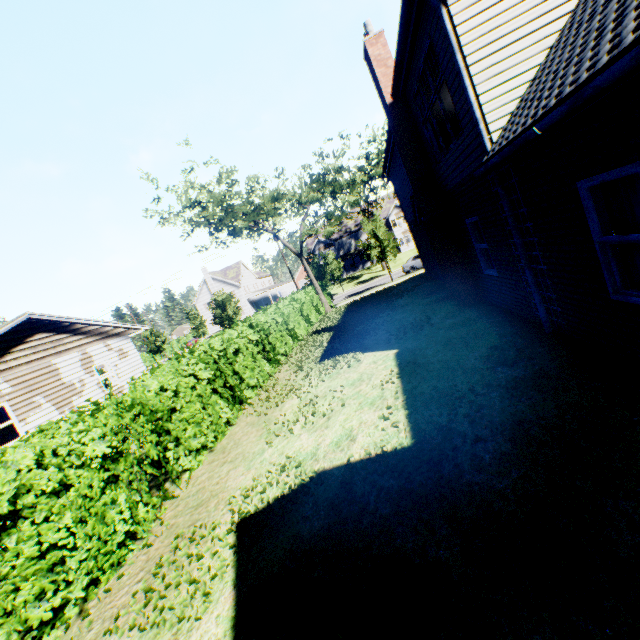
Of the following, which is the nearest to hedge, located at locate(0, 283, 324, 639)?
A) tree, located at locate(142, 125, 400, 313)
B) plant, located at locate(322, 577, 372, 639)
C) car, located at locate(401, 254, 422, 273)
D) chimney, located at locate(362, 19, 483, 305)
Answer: chimney, located at locate(362, 19, 483, 305)

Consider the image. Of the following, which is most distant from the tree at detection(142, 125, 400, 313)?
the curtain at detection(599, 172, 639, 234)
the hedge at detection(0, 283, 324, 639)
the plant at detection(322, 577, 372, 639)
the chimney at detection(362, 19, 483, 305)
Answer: the curtain at detection(599, 172, 639, 234)

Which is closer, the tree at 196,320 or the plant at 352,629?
the plant at 352,629

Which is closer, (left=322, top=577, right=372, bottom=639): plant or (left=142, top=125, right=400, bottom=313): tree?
(left=322, top=577, right=372, bottom=639): plant

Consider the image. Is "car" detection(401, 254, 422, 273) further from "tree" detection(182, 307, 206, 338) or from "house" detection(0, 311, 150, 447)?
"house" detection(0, 311, 150, 447)

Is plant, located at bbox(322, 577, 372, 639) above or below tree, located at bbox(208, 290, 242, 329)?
below

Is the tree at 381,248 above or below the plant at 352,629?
above

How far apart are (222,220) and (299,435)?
19.2 meters
